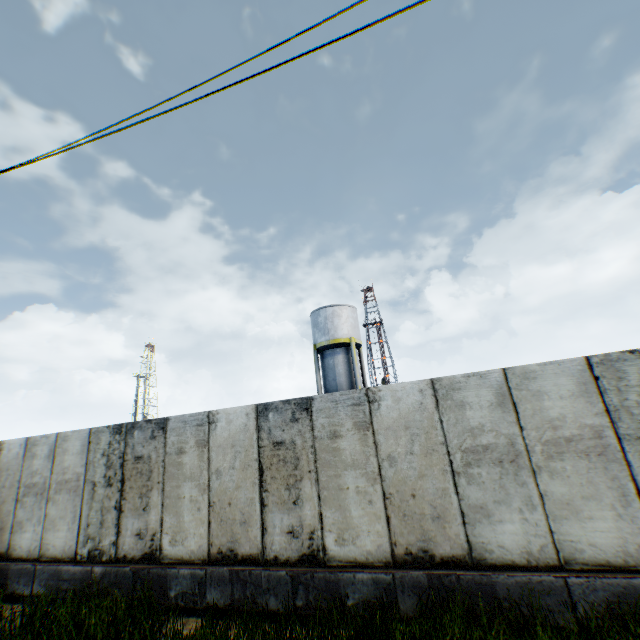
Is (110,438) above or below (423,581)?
above

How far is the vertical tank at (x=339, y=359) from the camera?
24.9m

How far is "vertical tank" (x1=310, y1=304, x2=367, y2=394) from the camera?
24.89m
